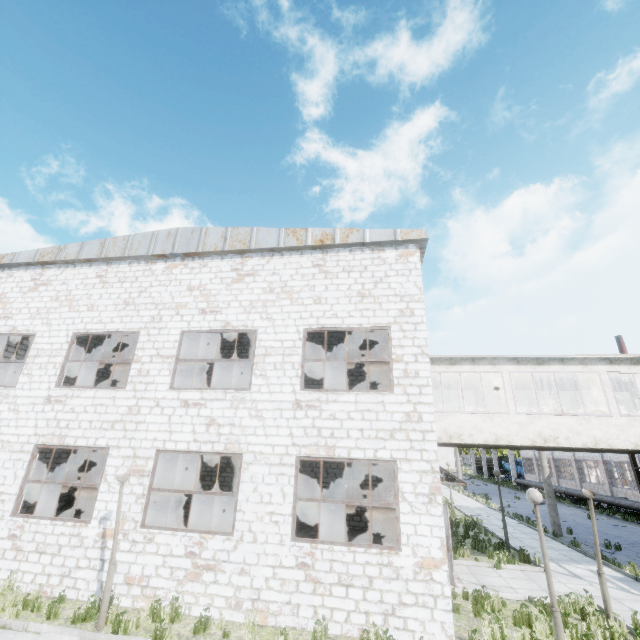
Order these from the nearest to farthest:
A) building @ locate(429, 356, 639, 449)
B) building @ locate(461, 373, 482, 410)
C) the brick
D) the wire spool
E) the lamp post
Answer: the lamp post
building @ locate(429, 356, 639, 449)
the wire spool
building @ locate(461, 373, 482, 410)
the brick

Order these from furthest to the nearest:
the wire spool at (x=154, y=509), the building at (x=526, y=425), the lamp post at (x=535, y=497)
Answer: the wire spool at (x=154, y=509) < the building at (x=526, y=425) < the lamp post at (x=535, y=497)

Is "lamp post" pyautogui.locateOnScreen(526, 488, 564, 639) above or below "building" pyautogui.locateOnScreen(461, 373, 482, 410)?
below

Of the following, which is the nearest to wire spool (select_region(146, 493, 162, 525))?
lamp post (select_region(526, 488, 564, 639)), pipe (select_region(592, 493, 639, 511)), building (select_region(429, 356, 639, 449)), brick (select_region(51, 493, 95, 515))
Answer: brick (select_region(51, 493, 95, 515))

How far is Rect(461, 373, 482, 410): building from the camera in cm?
1473

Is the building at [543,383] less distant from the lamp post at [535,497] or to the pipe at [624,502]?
the pipe at [624,502]

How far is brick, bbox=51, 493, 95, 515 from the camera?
16.70m

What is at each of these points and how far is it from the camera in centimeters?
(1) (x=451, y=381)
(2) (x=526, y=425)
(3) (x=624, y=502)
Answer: (1) building, 1527cm
(2) building, 1102cm
(3) pipe, 2445cm
